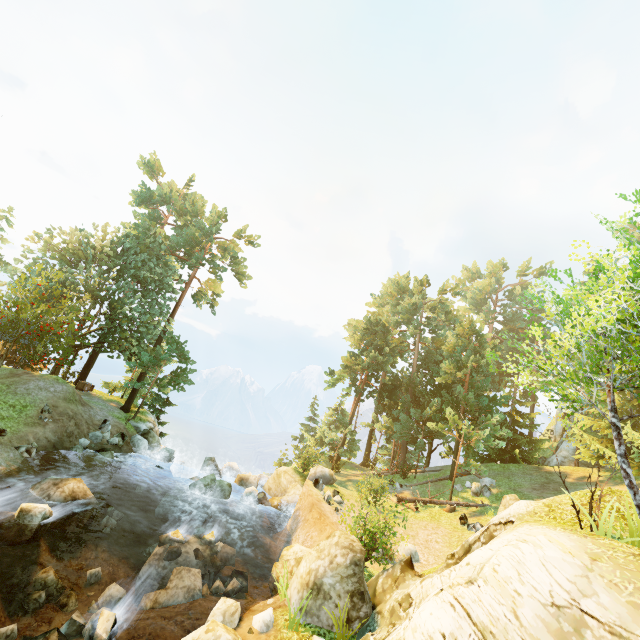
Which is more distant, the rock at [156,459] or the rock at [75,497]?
the rock at [156,459]

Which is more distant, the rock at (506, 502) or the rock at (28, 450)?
the rock at (506, 502)

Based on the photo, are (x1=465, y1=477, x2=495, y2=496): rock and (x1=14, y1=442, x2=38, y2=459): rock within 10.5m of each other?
no

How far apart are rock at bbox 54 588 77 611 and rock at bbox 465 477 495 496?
22.8m

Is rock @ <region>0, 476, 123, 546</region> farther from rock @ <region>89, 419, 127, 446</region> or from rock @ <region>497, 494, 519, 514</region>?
rock @ <region>497, 494, 519, 514</region>

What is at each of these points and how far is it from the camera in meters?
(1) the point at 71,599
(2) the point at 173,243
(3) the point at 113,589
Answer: (1) rock, 10.6 m
(2) tree, 34.2 m
(3) rock, 11.3 m

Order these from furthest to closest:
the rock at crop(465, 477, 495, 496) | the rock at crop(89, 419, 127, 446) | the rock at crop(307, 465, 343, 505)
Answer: the rock at crop(465, 477, 495, 496), the rock at crop(89, 419, 127, 446), the rock at crop(307, 465, 343, 505)

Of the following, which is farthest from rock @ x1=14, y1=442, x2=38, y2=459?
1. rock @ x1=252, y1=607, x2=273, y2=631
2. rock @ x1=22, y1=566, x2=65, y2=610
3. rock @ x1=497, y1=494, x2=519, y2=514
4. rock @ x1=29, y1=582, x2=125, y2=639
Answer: rock @ x1=497, y1=494, x2=519, y2=514
